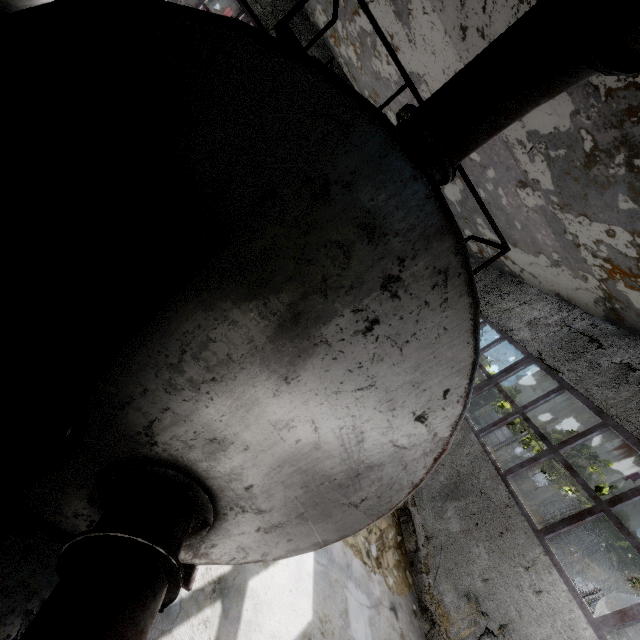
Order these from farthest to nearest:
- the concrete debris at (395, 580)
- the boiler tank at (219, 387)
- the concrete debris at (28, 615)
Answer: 1. the concrete debris at (395, 580)
2. the concrete debris at (28, 615)
3. the boiler tank at (219, 387)

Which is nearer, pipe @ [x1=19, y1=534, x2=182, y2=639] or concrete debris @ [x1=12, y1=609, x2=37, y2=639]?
pipe @ [x1=19, y1=534, x2=182, y2=639]

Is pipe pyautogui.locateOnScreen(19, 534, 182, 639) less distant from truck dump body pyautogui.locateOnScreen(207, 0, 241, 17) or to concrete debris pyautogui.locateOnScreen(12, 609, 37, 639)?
truck dump body pyautogui.locateOnScreen(207, 0, 241, 17)

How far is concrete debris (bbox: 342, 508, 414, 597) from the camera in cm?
575

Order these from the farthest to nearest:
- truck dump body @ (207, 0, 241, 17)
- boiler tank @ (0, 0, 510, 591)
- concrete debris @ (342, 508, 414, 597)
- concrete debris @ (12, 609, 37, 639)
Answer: truck dump body @ (207, 0, 241, 17), concrete debris @ (342, 508, 414, 597), concrete debris @ (12, 609, 37, 639), boiler tank @ (0, 0, 510, 591)

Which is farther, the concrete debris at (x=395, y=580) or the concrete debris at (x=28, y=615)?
the concrete debris at (x=395, y=580)

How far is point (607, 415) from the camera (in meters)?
6.57

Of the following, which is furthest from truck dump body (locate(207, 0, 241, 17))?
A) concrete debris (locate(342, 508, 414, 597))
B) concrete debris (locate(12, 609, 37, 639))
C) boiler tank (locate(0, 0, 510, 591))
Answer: concrete debris (locate(12, 609, 37, 639))
